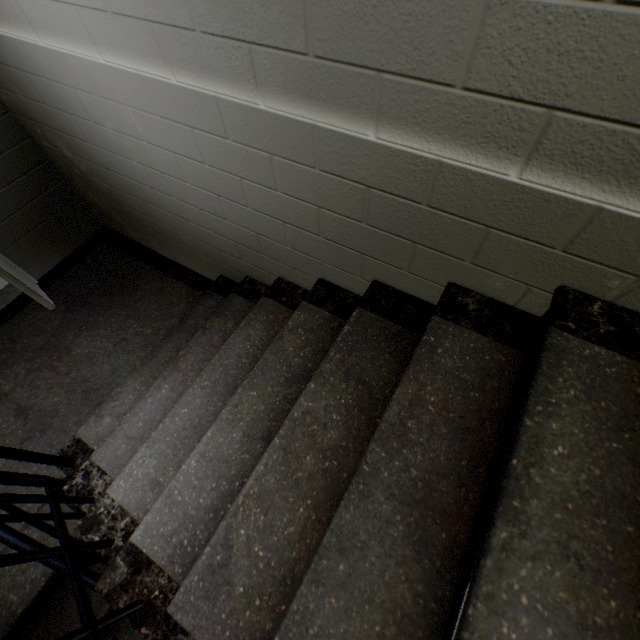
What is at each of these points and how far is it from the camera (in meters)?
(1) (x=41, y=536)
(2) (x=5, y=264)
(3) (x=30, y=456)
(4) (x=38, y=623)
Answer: (1) stairs, 1.77
(2) door, 2.29
(3) railing, 1.53
(4) stairs, 1.72

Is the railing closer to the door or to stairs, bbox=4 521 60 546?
stairs, bbox=4 521 60 546

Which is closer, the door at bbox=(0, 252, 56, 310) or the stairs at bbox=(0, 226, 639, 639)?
the stairs at bbox=(0, 226, 639, 639)

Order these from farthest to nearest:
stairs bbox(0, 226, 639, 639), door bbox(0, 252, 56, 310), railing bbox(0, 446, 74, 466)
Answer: door bbox(0, 252, 56, 310) < railing bbox(0, 446, 74, 466) < stairs bbox(0, 226, 639, 639)

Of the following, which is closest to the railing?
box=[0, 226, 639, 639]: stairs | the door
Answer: box=[0, 226, 639, 639]: stairs

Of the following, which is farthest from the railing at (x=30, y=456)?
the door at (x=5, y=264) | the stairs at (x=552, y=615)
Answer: the door at (x=5, y=264)

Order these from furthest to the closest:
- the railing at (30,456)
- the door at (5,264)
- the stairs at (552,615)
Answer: the door at (5,264) → the railing at (30,456) → the stairs at (552,615)
